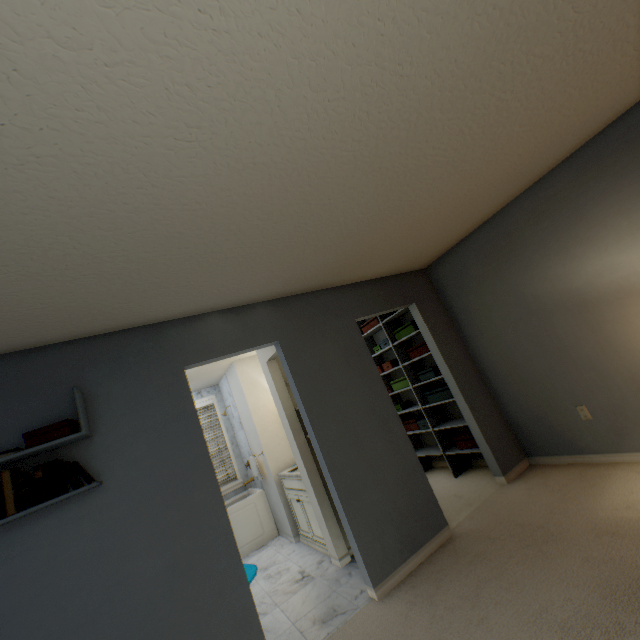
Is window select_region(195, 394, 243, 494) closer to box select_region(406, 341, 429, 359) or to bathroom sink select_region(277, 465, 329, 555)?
bathroom sink select_region(277, 465, 329, 555)

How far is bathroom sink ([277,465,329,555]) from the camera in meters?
3.5

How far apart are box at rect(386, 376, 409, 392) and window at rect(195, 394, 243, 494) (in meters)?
2.87

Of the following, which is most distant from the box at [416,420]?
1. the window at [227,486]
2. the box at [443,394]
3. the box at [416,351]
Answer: the window at [227,486]

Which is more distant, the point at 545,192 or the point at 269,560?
the point at 269,560

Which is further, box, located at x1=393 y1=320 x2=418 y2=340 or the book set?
box, located at x1=393 y1=320 x2=418 y2=340

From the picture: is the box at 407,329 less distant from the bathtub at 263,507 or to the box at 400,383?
the box at 400,383

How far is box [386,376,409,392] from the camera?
4.39m
